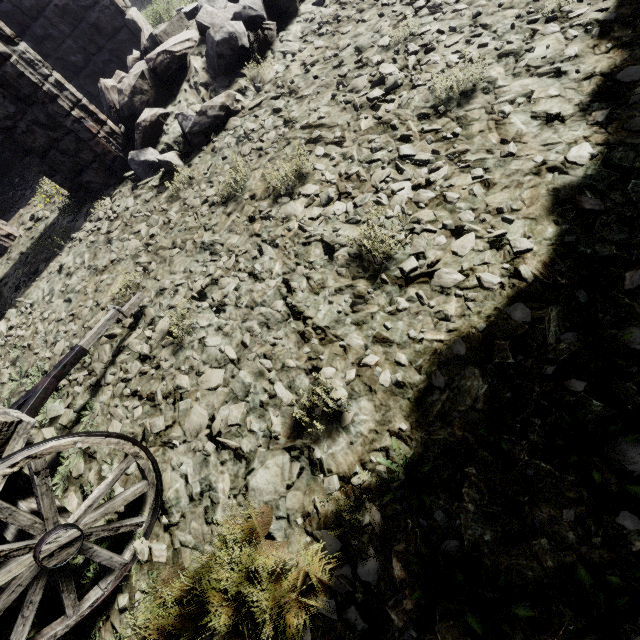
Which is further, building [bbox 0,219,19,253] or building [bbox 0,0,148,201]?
building [bbox 0,219,19,253]

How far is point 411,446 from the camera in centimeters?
182cm

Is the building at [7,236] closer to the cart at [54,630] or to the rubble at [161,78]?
the rubble at [161,78]

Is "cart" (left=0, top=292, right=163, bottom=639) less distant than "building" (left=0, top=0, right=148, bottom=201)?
Yes

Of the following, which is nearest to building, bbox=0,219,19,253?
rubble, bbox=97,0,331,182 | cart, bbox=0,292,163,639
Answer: rubble, bbox=97,0,331,182

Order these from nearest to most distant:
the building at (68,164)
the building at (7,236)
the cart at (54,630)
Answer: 1. the cart at (54,630)
2. the building at (68,164)
3. the building at (7,236)
